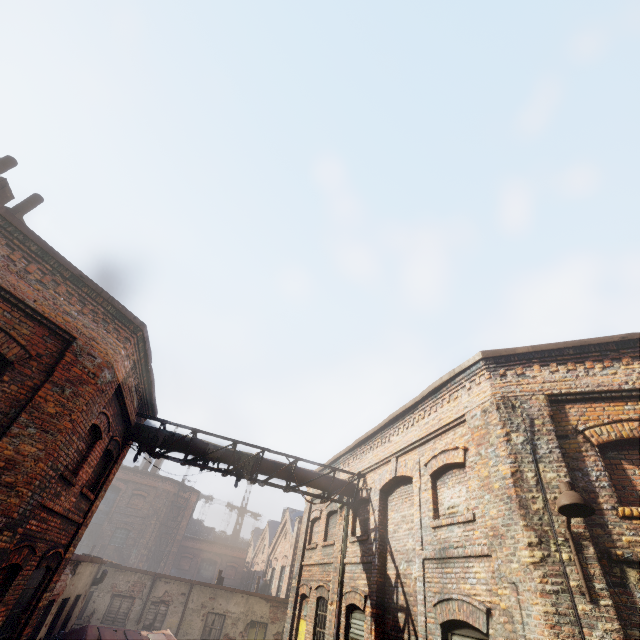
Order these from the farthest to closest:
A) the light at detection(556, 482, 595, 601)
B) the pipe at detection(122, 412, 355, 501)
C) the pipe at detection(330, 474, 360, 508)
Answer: the pipe at detection(330, 474, 360, 508) → the pipe at detection(122, 412, 355, 501) → the light at detection(556, 482, 595, 601)

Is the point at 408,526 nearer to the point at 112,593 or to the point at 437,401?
the point at 437,401

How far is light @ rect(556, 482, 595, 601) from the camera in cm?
437

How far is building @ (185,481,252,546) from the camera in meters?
44.4

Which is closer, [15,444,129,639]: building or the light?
the light

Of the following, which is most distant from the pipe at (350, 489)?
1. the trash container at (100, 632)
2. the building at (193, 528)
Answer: the building at (193, 528)

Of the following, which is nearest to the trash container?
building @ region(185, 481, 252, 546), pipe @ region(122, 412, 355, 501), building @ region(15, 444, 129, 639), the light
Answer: building @ region(15, 444, 129, 639)

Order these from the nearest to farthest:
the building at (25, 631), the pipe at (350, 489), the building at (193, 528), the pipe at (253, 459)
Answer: the building at (25, 631) → the pipe at (253, 459) → the pipe at (350, 489) → the building at (193, 528)
